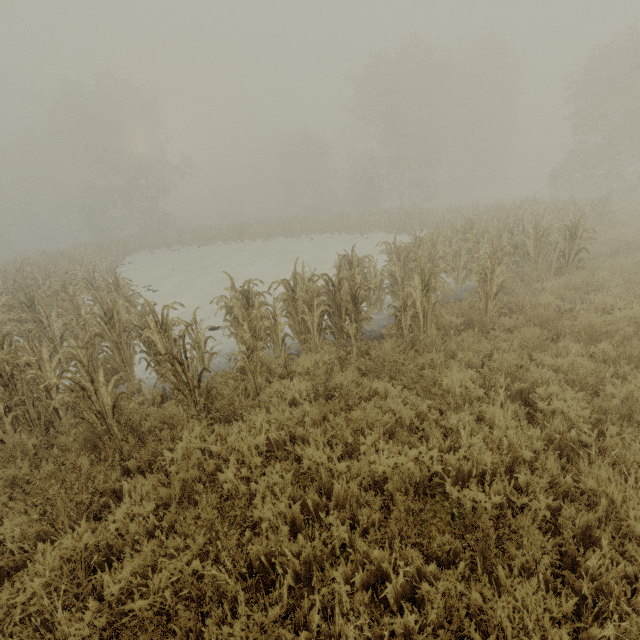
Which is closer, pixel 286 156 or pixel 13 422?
pixel 13 422
